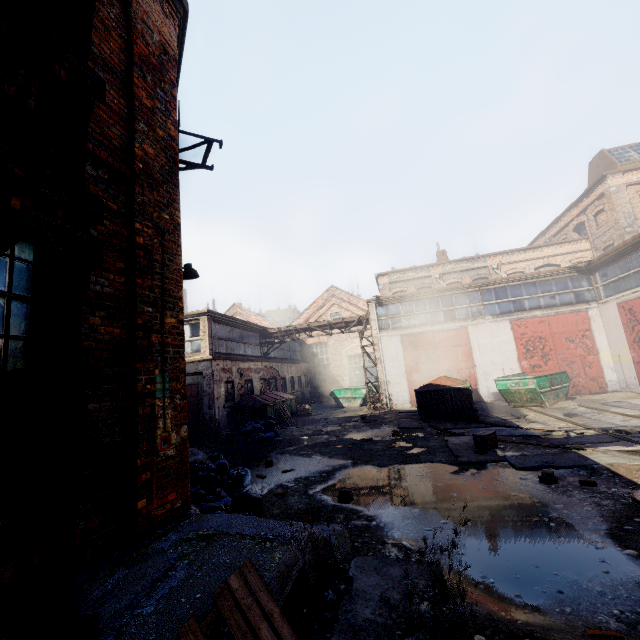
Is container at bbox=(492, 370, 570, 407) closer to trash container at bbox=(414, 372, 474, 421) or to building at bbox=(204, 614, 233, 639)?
trash container at bbox=(414, 372, 474, 421)

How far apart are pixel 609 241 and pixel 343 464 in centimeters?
2599cm

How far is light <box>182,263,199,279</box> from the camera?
8.0m

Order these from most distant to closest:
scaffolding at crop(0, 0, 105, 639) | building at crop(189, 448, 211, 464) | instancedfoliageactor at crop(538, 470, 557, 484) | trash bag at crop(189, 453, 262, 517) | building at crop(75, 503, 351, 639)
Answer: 1. building at crop(189, 448, 211, 464)
2. instancedfoliageactor at crop(538, 470, 557, 484)
3. trash bag at crop(189, 453, 262, 517)
4. building at crop(75, 503, 351, 639)
5. scaffolding at crop(0, 0, 105, 639)

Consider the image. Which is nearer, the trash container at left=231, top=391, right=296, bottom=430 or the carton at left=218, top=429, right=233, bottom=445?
the carton at left=218, top=429, right=233, bottom=445

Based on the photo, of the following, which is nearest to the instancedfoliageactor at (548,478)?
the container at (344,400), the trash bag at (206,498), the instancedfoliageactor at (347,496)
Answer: the instancedfoliageactor at (347,496)

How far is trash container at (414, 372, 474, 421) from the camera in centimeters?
1305cm

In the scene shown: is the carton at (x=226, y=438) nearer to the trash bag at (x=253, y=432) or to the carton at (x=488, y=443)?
the trash bag at (x=253, y=432)
